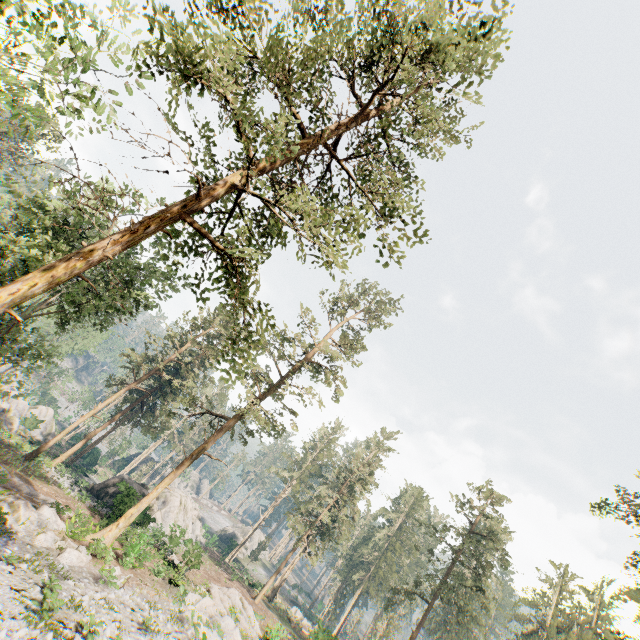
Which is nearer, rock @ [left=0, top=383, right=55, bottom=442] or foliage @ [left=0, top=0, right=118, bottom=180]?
foliage @ [left=0, top=0, right=118, bottom=180]

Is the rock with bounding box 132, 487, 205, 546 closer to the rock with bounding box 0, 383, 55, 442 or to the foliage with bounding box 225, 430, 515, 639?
the foliage with bounding box 225, 430, 515, 639

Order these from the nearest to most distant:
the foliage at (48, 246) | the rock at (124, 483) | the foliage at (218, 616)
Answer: the foliage at (48, 246), the foliage at (218, 616), the rock at (124, 483)

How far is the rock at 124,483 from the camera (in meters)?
27.52

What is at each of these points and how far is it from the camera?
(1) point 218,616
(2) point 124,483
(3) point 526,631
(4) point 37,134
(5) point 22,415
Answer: (1) foliage, 21.77m
(2) rock, 28.19m
(3) foliage, 42.31m
(4) foliage, 35.50m
(5) rock, 43.06m

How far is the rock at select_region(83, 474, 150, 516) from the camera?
27.5m

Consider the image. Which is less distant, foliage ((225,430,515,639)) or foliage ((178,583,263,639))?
foliage ((178,583,263,639))
